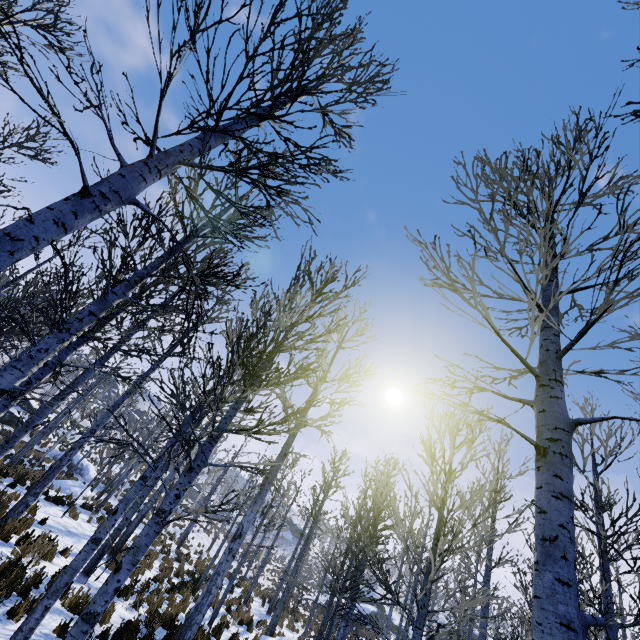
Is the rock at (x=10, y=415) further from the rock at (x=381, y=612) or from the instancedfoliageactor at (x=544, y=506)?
the rock at (x=381, y=612)

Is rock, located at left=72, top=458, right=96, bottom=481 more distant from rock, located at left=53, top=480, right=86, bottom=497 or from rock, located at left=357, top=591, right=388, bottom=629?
rock, located at left=357, top=591, right=388, bottom=629

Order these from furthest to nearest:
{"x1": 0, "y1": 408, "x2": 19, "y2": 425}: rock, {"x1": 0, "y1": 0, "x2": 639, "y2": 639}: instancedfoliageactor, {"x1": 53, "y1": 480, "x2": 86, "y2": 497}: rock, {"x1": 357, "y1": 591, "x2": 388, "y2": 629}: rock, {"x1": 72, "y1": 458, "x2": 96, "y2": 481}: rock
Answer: {"x1": 357, "y1": 591, "x2": 388, "y2": 629}: rock → {"x1": 72, "y1": 458, "x2": 96, "y2": 481}: rock → {"x1": 0, "y1": 408, "x2": 19, "y2": 425}: rock → {"x1": 53, "y1": 480, "x2": 86, "y2": 497}: rock → {"x1": 0, "y1": 0, "x2": 639, "y2": 639}: instancedfoliageactor

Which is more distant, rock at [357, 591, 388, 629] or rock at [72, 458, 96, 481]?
rock at [357, 591, 388, 629]

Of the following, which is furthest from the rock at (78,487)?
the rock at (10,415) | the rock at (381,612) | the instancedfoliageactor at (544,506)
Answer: the rock at (381,612)

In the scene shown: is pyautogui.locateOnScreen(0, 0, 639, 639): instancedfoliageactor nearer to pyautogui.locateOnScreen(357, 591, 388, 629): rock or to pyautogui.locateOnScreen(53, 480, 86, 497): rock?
pyautogui.locateOnScreen(53, 480, 86, 497): rock

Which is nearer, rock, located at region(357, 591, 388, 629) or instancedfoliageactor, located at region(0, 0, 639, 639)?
instancedfoliageactor, located at region(0, 0, 639, 639)

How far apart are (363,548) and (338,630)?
10.35m
